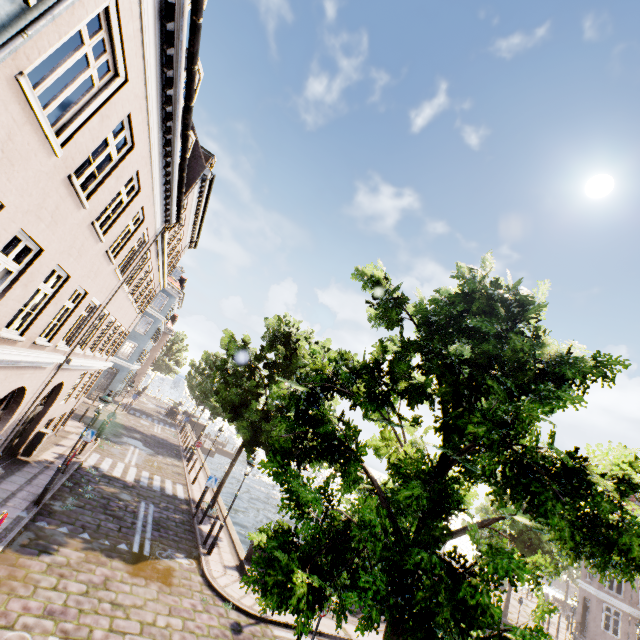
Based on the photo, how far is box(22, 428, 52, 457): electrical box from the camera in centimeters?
1342cm

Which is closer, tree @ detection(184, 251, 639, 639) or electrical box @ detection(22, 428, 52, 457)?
tree @ detection(184, 251, 639, 639)

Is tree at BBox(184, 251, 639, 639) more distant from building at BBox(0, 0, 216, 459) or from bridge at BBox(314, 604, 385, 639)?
building at BBox(0, 0, 216, 459)

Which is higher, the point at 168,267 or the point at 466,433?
the point at 168,267

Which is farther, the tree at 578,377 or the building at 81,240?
the building at 81,240

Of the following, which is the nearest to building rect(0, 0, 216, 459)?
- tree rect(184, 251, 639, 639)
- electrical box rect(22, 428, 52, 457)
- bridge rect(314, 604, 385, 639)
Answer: tree rect(184, 251, 639, 639)

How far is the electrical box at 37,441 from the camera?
13.4 meters

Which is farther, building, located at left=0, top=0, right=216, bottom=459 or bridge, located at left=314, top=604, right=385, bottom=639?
bridge, located at left=314, top=604, right=385, bottom=639
